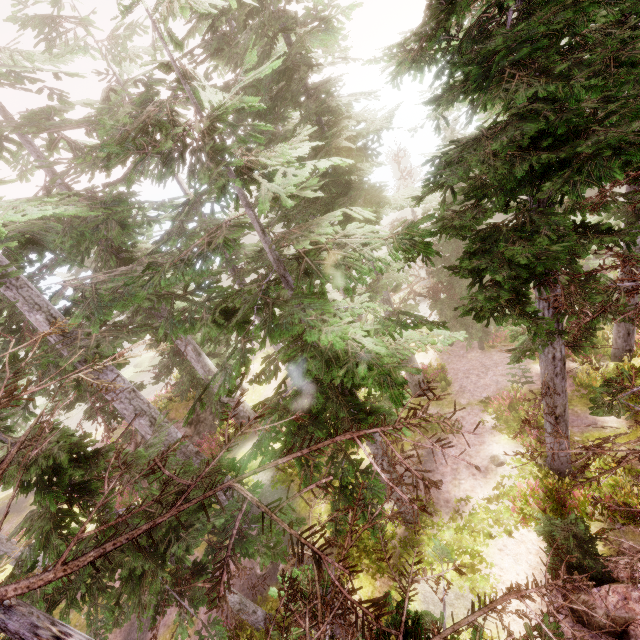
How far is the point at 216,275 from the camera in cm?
1029

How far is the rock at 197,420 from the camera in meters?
20.4 m

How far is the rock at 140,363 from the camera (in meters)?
40.45

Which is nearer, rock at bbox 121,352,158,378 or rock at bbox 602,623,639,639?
rock at bbox 602,623,639,639

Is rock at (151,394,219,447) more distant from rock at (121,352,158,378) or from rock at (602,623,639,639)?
rock at (602,623,639,639)

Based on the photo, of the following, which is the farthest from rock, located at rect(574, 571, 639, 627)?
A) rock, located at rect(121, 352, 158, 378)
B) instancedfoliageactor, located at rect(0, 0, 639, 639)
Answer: rock, located at rect(121, 352, 158, 378)

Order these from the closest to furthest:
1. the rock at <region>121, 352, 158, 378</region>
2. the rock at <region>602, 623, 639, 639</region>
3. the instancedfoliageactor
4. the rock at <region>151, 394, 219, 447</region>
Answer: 1. the instancedfoliageactor
2. the rock at <region>602, 623, 639, 639</region>
3. the rock at <region>151, 394, 219, 447</region>
4. the rock at <region>121, 352, 158, 378</region>
